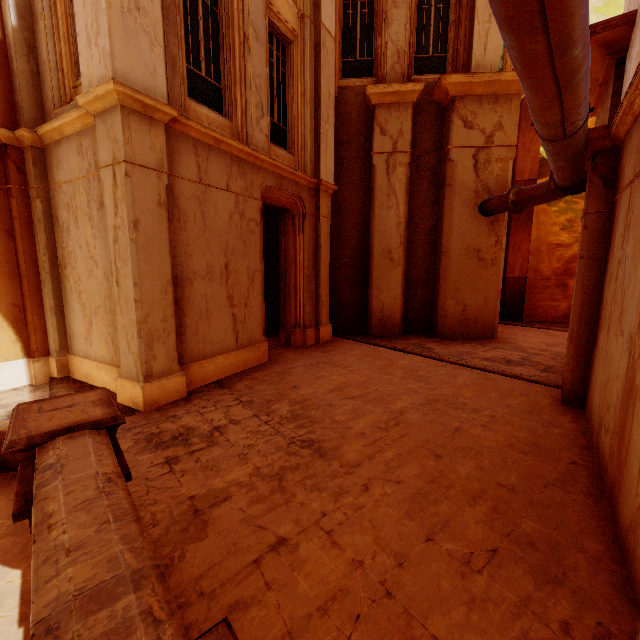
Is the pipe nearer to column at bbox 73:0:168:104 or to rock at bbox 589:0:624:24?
column at bbox 73:0:168:104

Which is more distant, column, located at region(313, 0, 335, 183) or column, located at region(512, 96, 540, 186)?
column, located at region(512, 96, 540, 186)

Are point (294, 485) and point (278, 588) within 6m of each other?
yes

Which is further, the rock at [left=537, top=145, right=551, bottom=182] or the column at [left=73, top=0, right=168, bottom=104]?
the rock at [left=537, top=145, right=551, bottom=182]

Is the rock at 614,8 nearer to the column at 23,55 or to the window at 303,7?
the window at 303,7

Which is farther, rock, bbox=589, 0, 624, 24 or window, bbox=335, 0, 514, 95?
rock, bbox=589, 0, 624, 24

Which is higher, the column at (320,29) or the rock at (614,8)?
the rock at (614,8)
